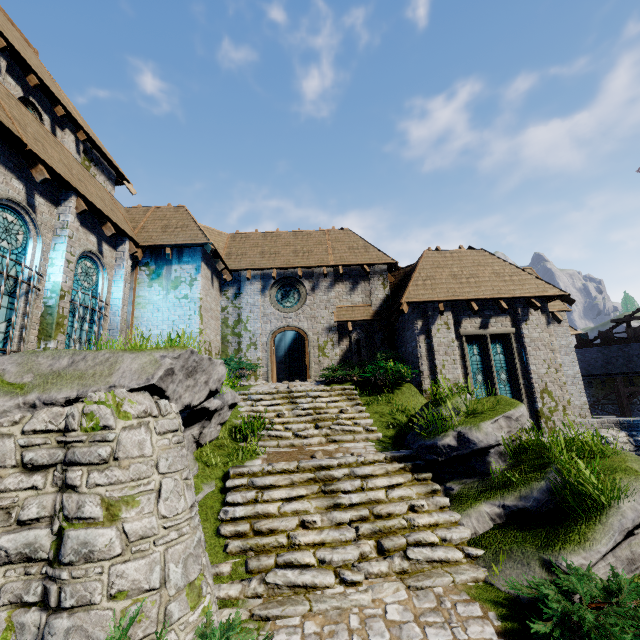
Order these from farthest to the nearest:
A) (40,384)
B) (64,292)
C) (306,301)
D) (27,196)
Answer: (306,301) → (64,292) → (27,196) → (40,384)

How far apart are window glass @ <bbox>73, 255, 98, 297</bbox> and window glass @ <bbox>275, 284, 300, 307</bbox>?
7.72m

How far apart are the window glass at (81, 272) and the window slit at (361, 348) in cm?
1066

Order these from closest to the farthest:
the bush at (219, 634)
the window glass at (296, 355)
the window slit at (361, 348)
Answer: the bush at (219, 634) → the window slit at (361, 348) → the window glass at (296, 355)

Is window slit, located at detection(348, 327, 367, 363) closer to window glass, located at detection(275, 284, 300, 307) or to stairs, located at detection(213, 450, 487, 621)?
window glass, located at detection(275, 284, 300, 307)

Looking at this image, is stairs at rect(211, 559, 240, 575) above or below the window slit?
below

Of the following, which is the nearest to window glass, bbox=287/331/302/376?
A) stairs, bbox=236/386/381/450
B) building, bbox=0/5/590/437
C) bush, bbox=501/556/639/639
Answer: building, bbox=0/5/590/437

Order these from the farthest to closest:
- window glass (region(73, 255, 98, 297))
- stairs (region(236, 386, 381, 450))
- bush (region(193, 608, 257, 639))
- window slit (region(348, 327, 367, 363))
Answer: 1. window slit (region(348, 327, 367, 363))
2. window glass (region(73, 255, 98, 297))
3. stairs (region(236, 386, 381, 450))
4. bush (region(193, 608, 257, 639))
